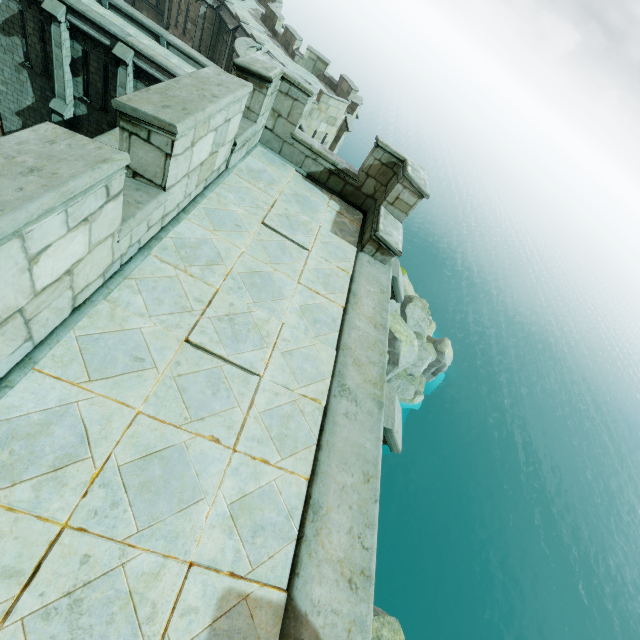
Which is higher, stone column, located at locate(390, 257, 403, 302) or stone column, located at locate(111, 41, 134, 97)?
stone column, located at locate(390, 257, 403, 302)

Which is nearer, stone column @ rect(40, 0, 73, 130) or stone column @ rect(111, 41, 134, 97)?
stone column @ rect(40, 0, 73, 130)

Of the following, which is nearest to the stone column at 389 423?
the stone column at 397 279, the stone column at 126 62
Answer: the stone column at 397 279

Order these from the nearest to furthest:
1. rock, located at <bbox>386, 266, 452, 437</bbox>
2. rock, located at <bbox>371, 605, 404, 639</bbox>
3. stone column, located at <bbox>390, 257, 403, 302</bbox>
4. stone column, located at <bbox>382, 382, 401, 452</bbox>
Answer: stone column, located at <bbox>382, 382, 401, 452</bbox>, stone column, located at <bbox>390, 257, 403, 302</bbox>, rock, located at <bbox>371, 605, 404, 639</bbox>, rock, located at <bbox>386, 266, 452, 437</bbox>

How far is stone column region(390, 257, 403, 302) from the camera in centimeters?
635cm

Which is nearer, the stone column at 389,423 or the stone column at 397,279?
the stone column at 389,423

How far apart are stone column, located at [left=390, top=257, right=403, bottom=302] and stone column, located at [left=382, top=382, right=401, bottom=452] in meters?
2.5

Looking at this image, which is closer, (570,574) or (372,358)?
(372,358)
